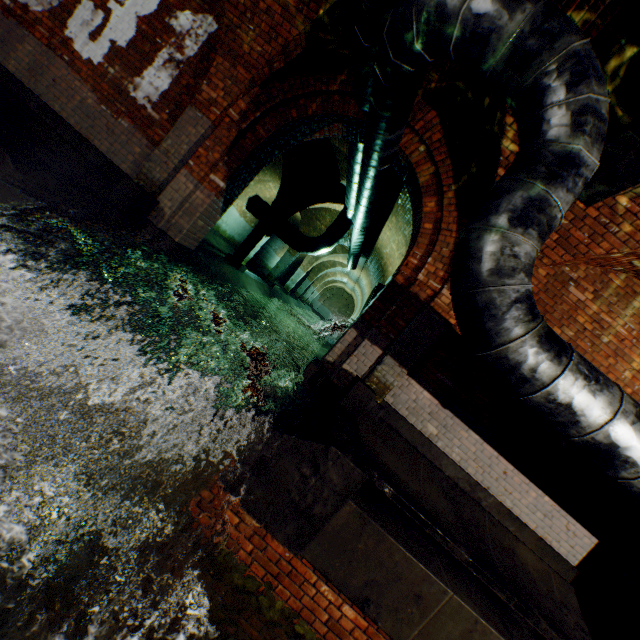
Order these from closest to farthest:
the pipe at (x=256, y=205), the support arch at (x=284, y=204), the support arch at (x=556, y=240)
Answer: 1. the support arch at (x=556, y=240)
2. the support arch at (x=284, y=204)
3. the pipe at (x=256, y=205)

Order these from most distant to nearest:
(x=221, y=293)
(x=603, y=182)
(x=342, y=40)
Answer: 1. (x=221, y=293)
2. (x=342, y=40)
3. (x=603, y=182)

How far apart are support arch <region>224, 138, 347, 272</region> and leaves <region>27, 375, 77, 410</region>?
7.5 meters

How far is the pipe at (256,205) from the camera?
10.9m

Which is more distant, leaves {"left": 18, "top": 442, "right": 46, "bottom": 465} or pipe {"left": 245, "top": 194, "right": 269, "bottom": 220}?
pipe {"left": 245, "top": 194, "right": 269, "bottom": 220}

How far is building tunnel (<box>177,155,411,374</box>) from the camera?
6.7m

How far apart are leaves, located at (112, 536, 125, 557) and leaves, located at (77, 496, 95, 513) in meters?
0.4

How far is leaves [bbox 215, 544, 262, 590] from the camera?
2.87m
